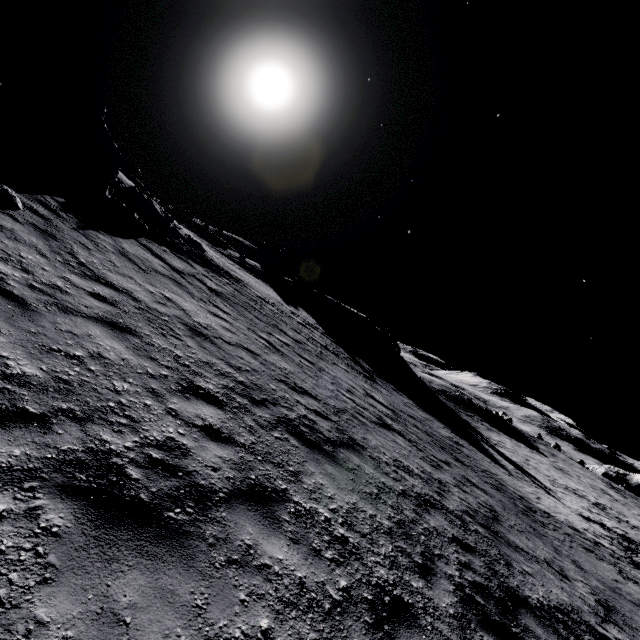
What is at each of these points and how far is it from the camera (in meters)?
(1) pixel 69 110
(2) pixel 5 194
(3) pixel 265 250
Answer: (1) stone, 13.07
(2) stone, 7.89
(3) stone, 58.38

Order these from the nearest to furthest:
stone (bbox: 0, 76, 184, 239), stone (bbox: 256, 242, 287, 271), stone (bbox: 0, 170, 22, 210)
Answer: stone (bbox: 0, 170, 22, 210) → stone (bbox: 0, 76, 184, 239) → stone (bbox: 256, 242, 287, 271)

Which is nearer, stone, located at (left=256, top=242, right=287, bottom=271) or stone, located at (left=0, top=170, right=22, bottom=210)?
stone, located at (left=0, top=170, right=22, bottom=210)

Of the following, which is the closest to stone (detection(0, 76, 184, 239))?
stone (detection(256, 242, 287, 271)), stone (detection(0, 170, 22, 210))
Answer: stone (detection(0, 170, 22, 210))

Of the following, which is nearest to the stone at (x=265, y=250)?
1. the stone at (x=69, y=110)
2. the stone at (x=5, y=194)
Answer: the stone at (x=69, y=110)
